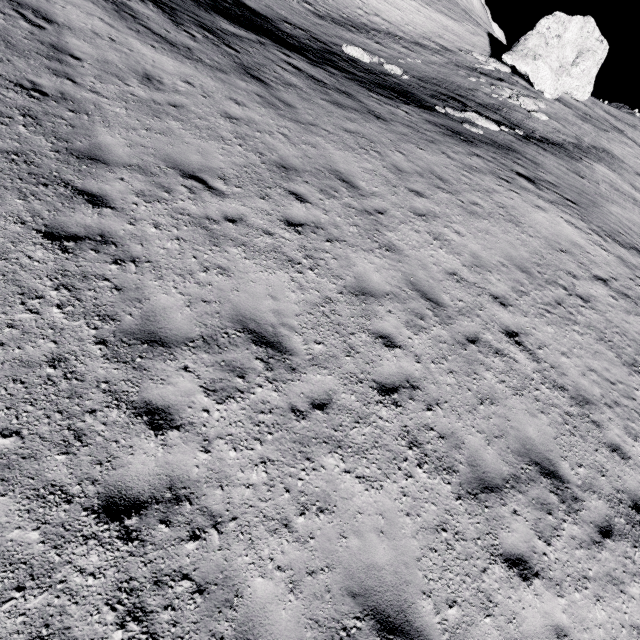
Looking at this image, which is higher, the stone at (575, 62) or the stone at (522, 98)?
the stone at (575, 62)

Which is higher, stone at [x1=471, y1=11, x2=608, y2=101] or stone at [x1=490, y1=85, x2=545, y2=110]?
stone at [x1=471, y1=11, x2=608, y2=101]

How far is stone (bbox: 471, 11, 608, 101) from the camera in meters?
31.1

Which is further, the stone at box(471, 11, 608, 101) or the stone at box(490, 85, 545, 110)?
the stone at box(471, 11, 608, 101)

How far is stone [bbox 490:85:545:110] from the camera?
25.1m

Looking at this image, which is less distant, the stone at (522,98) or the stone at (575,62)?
the stone at (522,98)

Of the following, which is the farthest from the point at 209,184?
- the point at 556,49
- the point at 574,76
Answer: the point at 574,76
